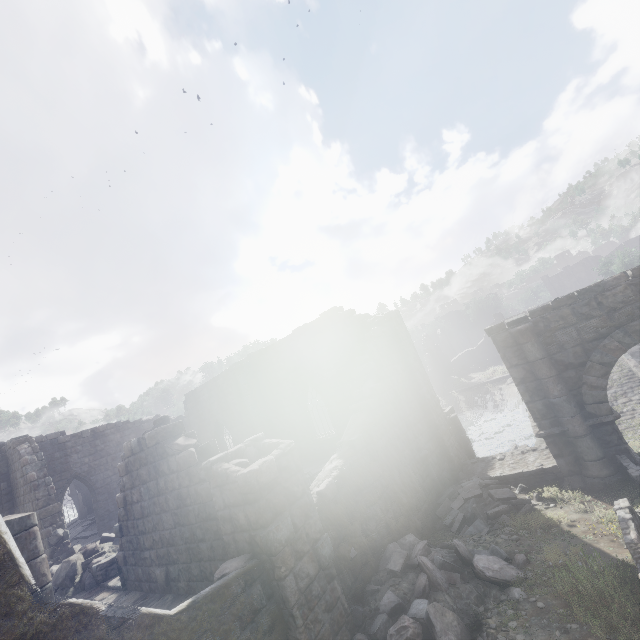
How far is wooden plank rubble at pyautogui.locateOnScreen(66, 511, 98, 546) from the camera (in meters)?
20.39

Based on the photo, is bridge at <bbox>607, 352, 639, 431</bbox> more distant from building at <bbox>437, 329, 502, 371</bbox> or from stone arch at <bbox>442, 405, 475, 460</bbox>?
building at <bbox>437, 329, 502, 371</bbox>

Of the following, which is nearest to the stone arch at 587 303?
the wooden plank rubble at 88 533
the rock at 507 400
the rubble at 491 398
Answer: the rock at 507 400

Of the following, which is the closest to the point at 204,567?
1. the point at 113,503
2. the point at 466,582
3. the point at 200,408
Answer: the point at 466,582

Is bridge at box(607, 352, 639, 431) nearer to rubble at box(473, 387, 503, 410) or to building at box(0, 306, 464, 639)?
rubble at box(473, 387, 503, 410)

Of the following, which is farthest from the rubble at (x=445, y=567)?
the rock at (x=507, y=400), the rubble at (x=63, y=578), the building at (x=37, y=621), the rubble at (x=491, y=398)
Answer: the rubble at (x=491, y=398)

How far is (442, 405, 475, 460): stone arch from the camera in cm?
1506

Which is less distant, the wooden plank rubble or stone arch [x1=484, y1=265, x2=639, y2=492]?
stone arch [x1=484, y1=265, x2=639, y2=492]
